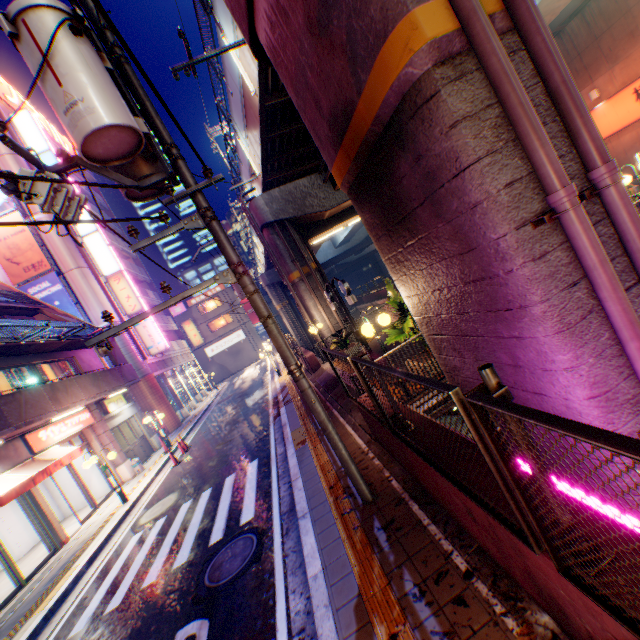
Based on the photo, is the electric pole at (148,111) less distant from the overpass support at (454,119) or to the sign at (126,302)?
the overpass support at (454,119)

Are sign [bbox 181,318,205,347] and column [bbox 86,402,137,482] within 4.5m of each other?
no

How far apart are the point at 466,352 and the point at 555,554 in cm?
335

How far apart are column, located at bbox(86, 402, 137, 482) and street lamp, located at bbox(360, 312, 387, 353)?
14.50m

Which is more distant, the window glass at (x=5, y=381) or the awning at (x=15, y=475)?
the window glass at (x=5, y=381)

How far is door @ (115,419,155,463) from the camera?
16.8 meters

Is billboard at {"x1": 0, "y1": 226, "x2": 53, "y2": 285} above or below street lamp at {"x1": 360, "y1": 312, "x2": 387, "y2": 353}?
above

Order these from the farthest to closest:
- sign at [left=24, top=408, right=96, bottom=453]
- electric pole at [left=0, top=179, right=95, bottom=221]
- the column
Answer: the column < sign at [left=24, top=408, right=96, bottom=453] < electric pole at [left=0, top=179, right=95, bottom=221]
